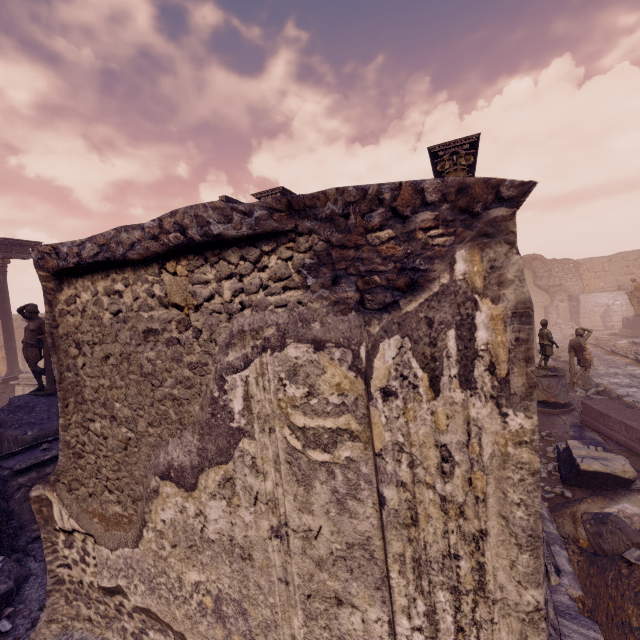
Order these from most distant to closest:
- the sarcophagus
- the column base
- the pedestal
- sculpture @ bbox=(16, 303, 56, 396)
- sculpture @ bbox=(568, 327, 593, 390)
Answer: the pedestal → sculpture @ bbox=(568, 327, 593, 390) → the column base → sculpture @ bbox=(16, 303, 56, 396) → the sarcophagus

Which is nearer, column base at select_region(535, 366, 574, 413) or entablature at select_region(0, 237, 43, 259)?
column base at select_region(535, 366, 574, 413)

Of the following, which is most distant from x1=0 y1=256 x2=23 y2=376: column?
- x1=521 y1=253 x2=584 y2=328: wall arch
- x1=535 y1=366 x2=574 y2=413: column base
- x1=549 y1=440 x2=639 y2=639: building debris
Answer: x1=521 y1=253 x2=584 y2=328: wall arch

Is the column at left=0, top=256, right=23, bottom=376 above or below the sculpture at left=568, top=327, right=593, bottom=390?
above

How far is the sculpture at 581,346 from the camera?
10.34m

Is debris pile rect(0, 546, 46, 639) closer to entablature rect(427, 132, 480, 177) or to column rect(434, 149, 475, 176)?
column rect(434, 149, 475, 176)

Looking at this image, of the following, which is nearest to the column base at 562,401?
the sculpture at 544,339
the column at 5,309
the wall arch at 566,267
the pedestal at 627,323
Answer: the sculpture at 544,339

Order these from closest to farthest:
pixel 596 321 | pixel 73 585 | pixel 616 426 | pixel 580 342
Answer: pixel 73 585, pixel 616 426, pixel 580 342, pixel 596 321
